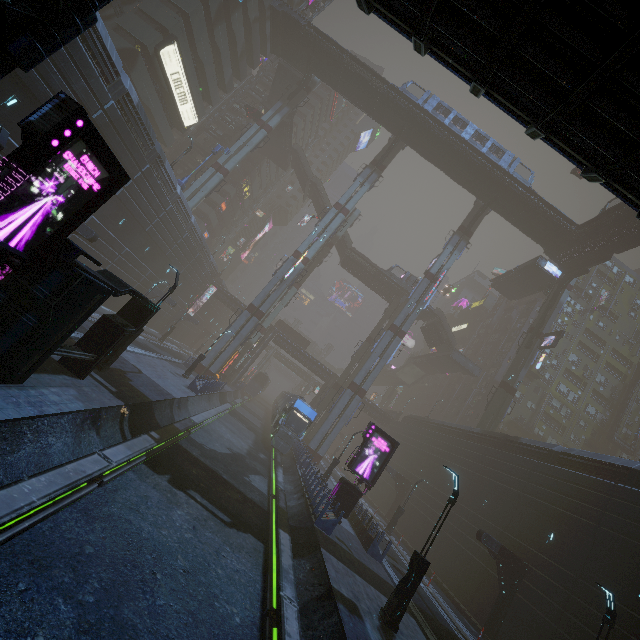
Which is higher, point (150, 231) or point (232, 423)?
point (150, 231)

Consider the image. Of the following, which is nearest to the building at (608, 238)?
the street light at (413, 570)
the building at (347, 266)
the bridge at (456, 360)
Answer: the bridge at (456, 360)

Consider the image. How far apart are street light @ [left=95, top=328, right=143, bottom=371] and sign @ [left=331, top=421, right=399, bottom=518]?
14.1m

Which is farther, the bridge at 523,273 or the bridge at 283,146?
the bridge at 283,146

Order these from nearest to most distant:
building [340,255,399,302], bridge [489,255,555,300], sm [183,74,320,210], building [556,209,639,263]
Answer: building [556,209,639,263] → sm [183,74,320,210] → bridge [489,255,555,300] → building [340,255,399,302]

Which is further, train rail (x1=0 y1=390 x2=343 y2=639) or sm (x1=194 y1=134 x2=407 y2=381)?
sm (x1=194 y1=134 x2=407 y2=381)

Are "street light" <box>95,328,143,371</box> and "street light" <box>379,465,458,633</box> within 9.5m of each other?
no

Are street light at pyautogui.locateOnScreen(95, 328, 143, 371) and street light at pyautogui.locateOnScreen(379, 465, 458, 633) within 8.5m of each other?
no
